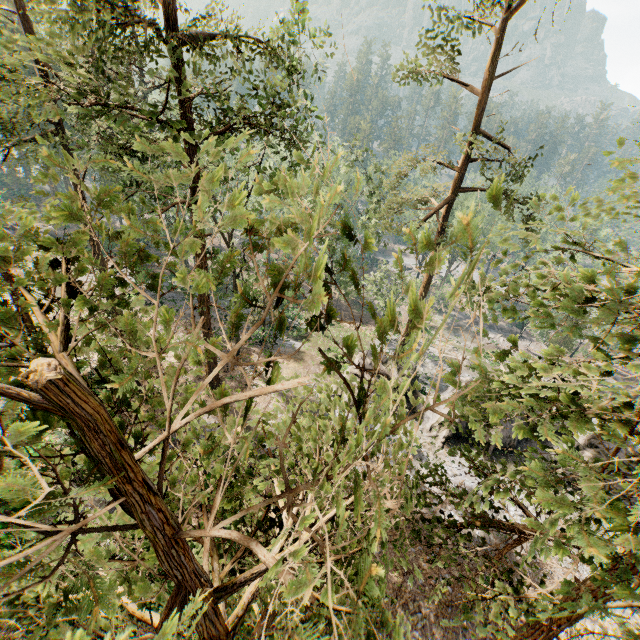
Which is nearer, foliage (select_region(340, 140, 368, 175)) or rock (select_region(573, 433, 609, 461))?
rock (select_region(573, 433, 609, 461))

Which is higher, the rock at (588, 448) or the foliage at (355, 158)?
the foliage at (355, 158)

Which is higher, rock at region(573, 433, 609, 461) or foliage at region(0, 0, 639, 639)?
foliage at region(0, 0, 639, 639)

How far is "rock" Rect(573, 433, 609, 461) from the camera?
21.3 meters

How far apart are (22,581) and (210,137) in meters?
6.2

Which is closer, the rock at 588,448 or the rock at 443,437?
the rock at 588,448
